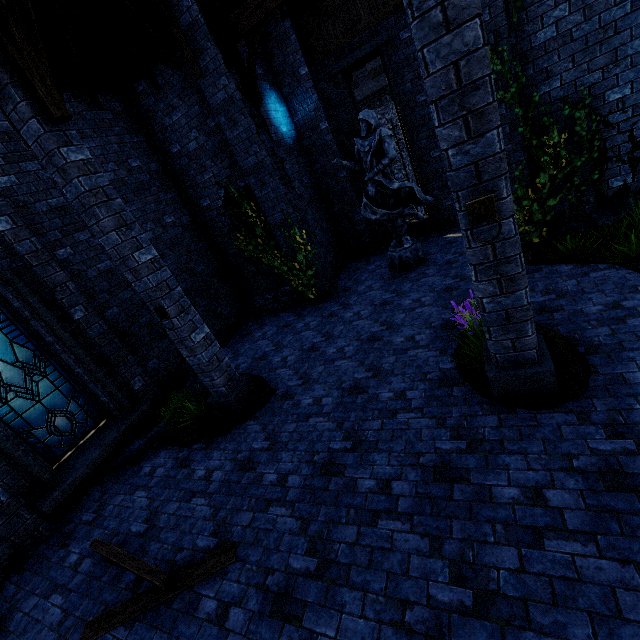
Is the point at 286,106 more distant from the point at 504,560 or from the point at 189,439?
the point at 504,560

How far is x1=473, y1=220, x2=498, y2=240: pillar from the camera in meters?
3.1

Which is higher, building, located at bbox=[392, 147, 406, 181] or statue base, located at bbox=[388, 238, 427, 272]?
statue base, located at bbox=[388, 238, 427, 272]

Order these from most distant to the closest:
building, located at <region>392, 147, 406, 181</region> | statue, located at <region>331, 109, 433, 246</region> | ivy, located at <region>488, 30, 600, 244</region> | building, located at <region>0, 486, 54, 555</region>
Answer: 1. building, located at <region>392, 147, 406, 181</region>
2. statue, located at <region>331, 109, 433, 246</region>
3. ivy, located at <region>488, 30, 600, 244</region>
4. building, located at <region>0, 486, 54, 555</region>

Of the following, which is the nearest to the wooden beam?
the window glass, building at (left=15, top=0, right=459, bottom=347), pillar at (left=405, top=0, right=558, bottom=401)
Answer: building at (left=15, top=0, right=459, bottom=347)

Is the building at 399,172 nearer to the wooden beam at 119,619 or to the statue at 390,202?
the statue at 390,202

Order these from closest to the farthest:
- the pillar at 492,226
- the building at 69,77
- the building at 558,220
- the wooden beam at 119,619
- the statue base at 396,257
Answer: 1. the pillar at 492,226
2. the wooden beam at 119,619
3. the building at 558,220
4. the building at 69,77
5. the statue base at 396,257

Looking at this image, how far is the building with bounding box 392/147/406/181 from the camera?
30.3 meters
